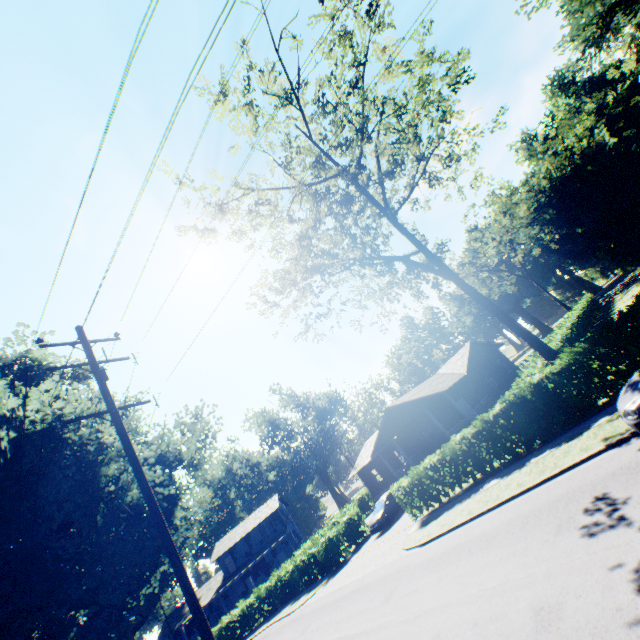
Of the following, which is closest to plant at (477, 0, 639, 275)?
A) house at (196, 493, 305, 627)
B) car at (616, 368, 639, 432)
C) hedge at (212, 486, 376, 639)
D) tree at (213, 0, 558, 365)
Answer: car at (616, 368, 639, 432)

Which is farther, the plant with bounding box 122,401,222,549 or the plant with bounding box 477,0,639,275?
the plant with bounding box 477,0,639,275

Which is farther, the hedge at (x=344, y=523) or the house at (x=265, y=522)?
the house at (x=265, y=522)

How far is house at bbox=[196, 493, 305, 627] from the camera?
42.00m

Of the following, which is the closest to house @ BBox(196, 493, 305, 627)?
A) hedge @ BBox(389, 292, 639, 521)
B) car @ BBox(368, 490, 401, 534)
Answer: car @ BBox(368, 490, 401, 534)

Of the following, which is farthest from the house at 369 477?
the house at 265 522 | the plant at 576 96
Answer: the plant at 576 96

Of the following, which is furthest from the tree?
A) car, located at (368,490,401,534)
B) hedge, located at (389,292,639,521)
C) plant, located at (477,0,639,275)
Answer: car, located at (368,490,401,534)

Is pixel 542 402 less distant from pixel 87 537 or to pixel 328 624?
pixel 328 624
